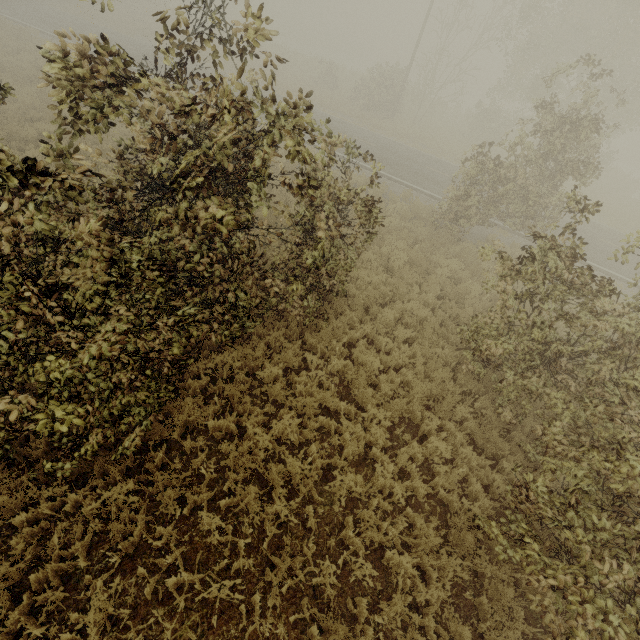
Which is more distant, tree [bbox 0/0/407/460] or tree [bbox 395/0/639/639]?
tree [bbox 395/0/639/639]

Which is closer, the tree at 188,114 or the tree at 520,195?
the tree at 188,114

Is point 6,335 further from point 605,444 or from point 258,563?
point 605,444
